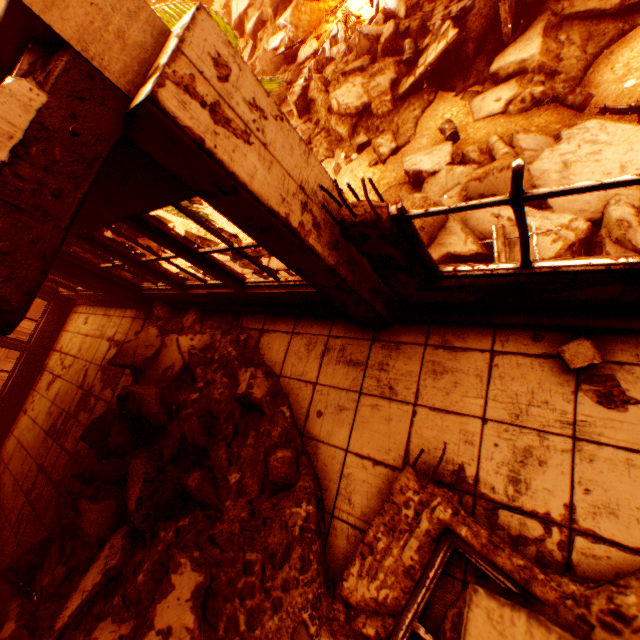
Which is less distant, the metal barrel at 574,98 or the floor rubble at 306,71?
the metal barrel at 574,98

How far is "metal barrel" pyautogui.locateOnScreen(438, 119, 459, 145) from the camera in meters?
11.7 m

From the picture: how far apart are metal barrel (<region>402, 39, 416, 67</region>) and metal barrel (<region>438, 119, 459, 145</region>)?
3.9 meters

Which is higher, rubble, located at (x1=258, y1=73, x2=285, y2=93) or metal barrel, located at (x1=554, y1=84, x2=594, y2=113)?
rubble, located at (x1=258, y1=73, x2=285, y2=93)

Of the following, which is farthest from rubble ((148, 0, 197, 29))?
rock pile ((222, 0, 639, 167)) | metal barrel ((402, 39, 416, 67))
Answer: metal barrel ((402, 39, 416, 67))

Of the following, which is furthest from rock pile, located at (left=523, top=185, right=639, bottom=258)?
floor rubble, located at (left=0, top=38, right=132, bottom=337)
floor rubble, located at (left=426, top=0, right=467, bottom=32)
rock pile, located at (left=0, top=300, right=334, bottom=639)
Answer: floor rubble, located at (left=0, top=38, right=132, bottom=337)

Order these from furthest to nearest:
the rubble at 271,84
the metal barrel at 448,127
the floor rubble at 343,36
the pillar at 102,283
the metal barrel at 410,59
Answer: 1. the floor rubble at 343,36
2. the metal barrel at 410,59
3. the metal barrel at 448,127
4. the rubble at 271,84
5. the pillar at 102,283

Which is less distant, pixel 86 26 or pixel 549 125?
pixel 86 26
